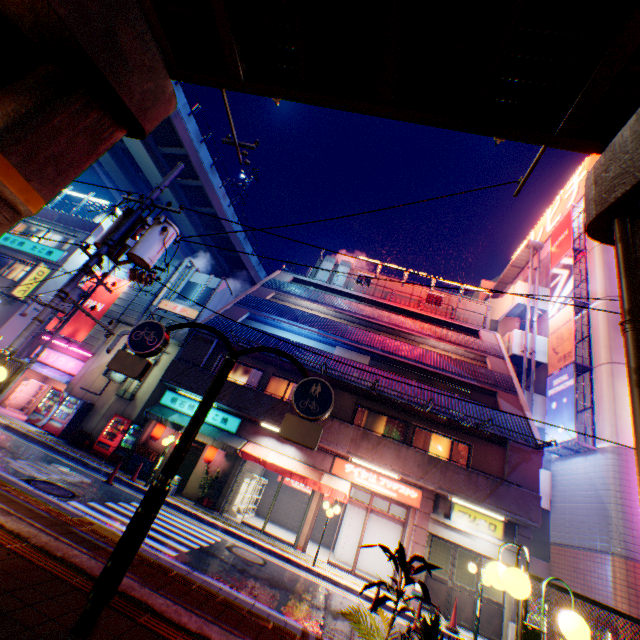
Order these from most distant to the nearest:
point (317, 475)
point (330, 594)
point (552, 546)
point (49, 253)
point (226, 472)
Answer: point (49, 253)
point (552, 546)
point (226, 472)
point (317, 475)
point (330, 594)

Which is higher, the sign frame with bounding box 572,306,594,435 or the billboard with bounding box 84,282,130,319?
the sign frame with bounding box 572,306,594,435

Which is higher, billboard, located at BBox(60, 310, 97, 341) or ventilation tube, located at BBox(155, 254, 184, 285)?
ventilation tube, located at BBox(155, 254, 184, 285)

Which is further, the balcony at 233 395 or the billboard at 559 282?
the billboard at 559 282

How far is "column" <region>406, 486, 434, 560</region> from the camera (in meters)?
13.12

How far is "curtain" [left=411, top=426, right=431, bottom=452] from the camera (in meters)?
15.78

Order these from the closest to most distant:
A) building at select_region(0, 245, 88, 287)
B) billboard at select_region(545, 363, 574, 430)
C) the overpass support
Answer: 1. the overpass support
2. billboard at select_region(545, 363, 574, 430)
3. building at select_region(0, 245, 88, 287)

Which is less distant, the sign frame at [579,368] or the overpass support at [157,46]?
the overpass support at [157,46]
